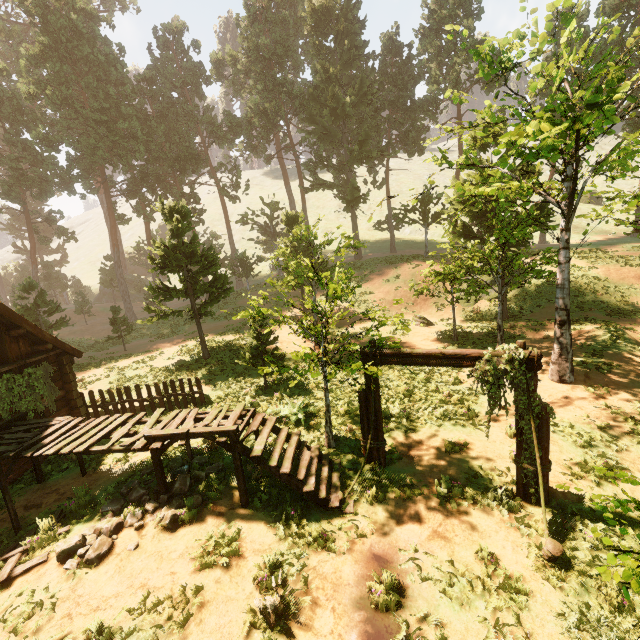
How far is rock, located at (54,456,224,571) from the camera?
6.7 meters

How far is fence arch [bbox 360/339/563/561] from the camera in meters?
6.7

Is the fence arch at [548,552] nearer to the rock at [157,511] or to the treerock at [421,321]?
the treerock at [421,321]

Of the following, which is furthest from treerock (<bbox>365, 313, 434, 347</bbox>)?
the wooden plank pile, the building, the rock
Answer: the wooden plank pile

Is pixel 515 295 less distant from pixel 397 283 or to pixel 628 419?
pixel 397 283

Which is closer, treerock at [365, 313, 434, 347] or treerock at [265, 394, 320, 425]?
treerock at [365, 313, 434, 347]

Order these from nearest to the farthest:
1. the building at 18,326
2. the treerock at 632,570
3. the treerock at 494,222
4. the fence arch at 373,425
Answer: the treerock at 632,570, the building at 18,326, the fence arch at 373,425, the treerock at 494,222

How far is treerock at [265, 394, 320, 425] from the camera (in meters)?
A: 10.81
